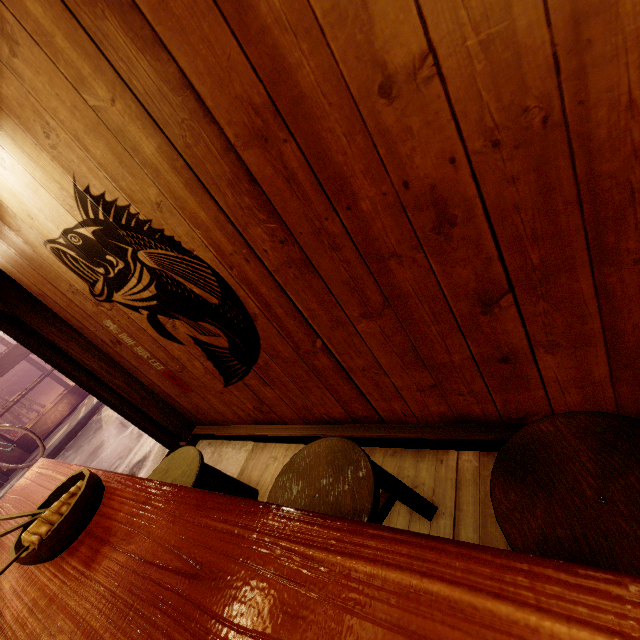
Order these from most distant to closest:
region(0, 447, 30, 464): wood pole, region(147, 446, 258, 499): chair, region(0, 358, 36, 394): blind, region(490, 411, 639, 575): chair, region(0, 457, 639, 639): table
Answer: region(0, 358, 36, 394): blind
region(0, 447, 30, 464): wood pole
region(147, 446, 258, 499): chair
region(490, 411, 639, 575): chair
region(0, 457, 639, 639): table

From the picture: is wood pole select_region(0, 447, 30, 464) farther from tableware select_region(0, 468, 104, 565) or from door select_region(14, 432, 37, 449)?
tableware select_region(0, 468, 104, 565)

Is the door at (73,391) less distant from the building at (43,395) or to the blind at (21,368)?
the building at (43,395)

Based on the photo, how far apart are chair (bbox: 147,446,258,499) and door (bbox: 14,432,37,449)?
11.6 meters

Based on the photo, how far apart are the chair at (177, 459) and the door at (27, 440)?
11.61m

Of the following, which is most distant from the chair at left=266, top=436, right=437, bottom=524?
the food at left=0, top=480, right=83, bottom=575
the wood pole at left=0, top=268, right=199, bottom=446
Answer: the wood pole at left=0, top=268, right=199, bottom=446

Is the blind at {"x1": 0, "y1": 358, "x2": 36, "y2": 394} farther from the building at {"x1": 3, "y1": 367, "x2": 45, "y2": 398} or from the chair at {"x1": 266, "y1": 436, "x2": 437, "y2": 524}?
the chair at {"x1": 266, "y1": 436, "x2": 437, "y2": 524}

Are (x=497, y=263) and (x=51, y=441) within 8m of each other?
no
